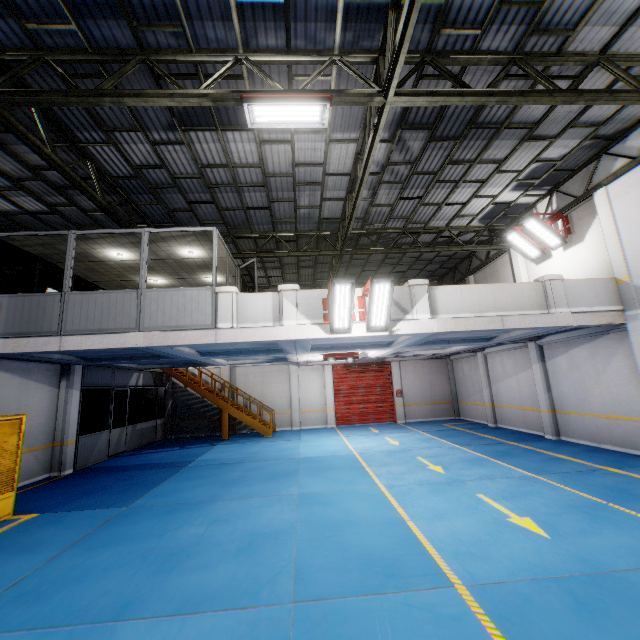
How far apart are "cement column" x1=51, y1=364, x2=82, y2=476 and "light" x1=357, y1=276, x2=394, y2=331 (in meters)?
10.62

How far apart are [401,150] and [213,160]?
5.5m

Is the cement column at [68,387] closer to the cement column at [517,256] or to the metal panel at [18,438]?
the metal panel at [18,438]

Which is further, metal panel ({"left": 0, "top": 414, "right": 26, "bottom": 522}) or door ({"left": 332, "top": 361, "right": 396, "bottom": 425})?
door ({"left": 332, "top": 361, "right": 396, "bottom": 425})

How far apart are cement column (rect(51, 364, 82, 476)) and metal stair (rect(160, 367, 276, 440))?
5.3 meters

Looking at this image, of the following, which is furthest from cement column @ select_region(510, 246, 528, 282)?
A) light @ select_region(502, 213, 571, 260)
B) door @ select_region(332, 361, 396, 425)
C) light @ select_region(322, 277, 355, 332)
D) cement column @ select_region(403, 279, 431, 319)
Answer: light @ select_region(322, 277, 355, 332)

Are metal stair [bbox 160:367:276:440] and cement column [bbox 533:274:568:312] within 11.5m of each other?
no

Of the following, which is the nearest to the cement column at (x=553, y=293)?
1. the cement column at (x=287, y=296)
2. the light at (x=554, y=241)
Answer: the light at (x=554, y=241)
